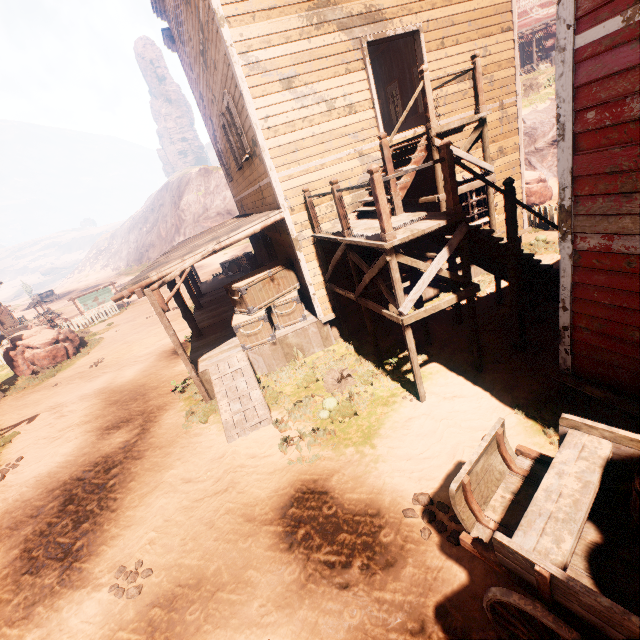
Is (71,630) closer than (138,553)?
Yes

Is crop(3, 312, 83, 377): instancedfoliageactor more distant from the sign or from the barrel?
the barrel

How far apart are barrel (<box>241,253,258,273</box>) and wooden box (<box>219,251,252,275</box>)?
1.25m

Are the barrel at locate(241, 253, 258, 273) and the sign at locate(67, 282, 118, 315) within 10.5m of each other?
no

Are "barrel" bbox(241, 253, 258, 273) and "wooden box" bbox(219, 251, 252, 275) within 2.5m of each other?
yes

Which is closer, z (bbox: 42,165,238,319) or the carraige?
the carraige

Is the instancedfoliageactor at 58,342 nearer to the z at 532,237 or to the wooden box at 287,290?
the z at 532,237

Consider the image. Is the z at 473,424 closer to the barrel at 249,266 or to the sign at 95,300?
the sign at 95,300
